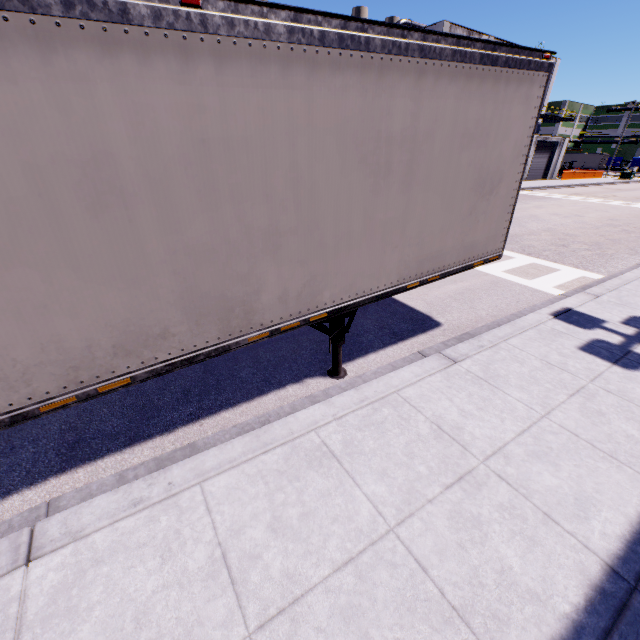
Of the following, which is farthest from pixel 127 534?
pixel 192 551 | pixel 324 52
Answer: pixel 324 52

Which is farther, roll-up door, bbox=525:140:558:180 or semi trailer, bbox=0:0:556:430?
roll-up door, bbox=525:140:558:180

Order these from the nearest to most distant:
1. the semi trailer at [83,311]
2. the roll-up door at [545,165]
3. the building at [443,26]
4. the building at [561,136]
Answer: the semi trailer at [83,311], the building at [443,26], the building at [561,136], the roll-up door at [545,165]

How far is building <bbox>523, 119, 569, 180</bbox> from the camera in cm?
3716

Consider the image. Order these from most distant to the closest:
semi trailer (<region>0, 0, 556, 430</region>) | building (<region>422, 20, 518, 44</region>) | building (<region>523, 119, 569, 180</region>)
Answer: building (<region>523, 119, 569, 180</region>) → building (<region>422, 20, 518, 44</region>) → semi trailer (<region>0, 0, 556, 430</region>)

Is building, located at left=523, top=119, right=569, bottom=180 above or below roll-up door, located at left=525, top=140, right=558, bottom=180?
above

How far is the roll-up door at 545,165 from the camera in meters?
38.5

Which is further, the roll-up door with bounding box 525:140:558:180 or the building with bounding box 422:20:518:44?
the roll-up door with bounding box 525:140:558:180
